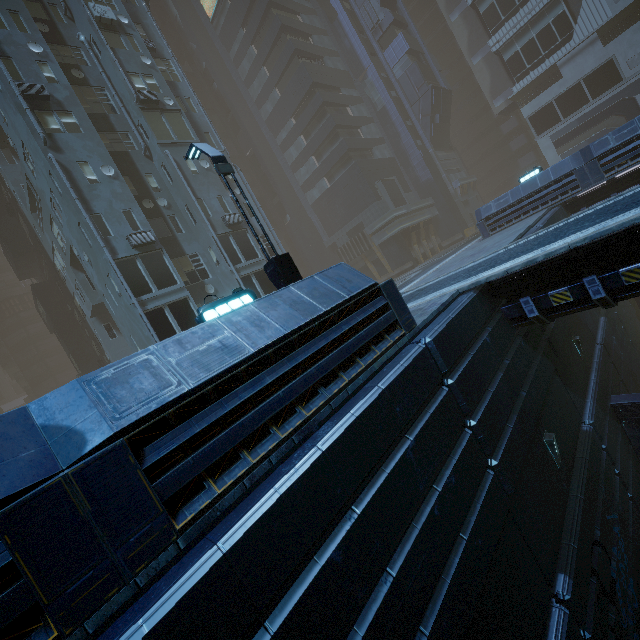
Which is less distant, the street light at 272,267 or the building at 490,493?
the building at 490,493

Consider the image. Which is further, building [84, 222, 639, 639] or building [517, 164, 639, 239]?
building [517, 164, 639, 239]

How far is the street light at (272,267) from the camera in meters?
8.2 m

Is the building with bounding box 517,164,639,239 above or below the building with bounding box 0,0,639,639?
below

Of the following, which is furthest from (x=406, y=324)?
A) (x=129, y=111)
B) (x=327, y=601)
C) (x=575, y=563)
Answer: (x=129, y=111)

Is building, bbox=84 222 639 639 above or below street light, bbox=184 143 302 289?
below

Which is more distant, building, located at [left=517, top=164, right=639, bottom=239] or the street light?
building, located at [left=517, top=164, right=639, bottom=239]

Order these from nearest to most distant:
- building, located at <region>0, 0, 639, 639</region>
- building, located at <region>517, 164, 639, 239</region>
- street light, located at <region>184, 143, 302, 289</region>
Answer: building, located at <region>0, 0, 639, 639</region> → street light, located at <region>184, 143, 302, 289</region> → building, located at <region>517, 164, 639, 239</region>
